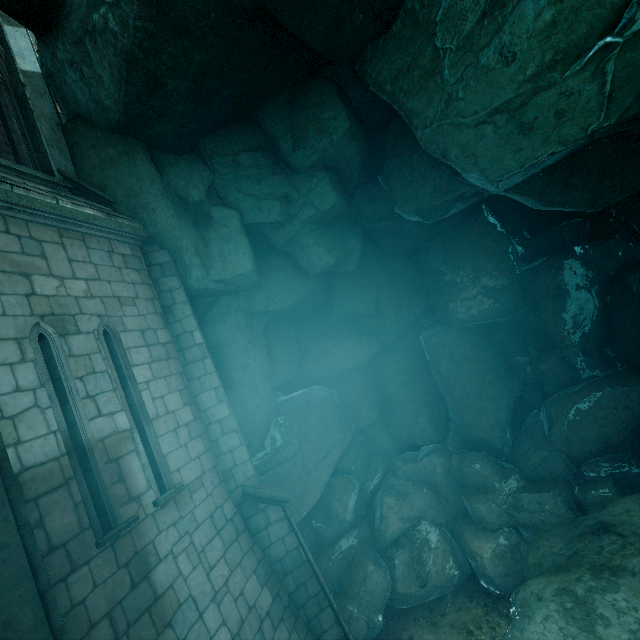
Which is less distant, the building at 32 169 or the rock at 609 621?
the building at 32 169

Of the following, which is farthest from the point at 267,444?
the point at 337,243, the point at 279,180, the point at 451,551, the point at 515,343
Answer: the point at 515,343

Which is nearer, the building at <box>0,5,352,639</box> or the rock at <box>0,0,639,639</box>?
the building at <box>0,5,352,639</box>
